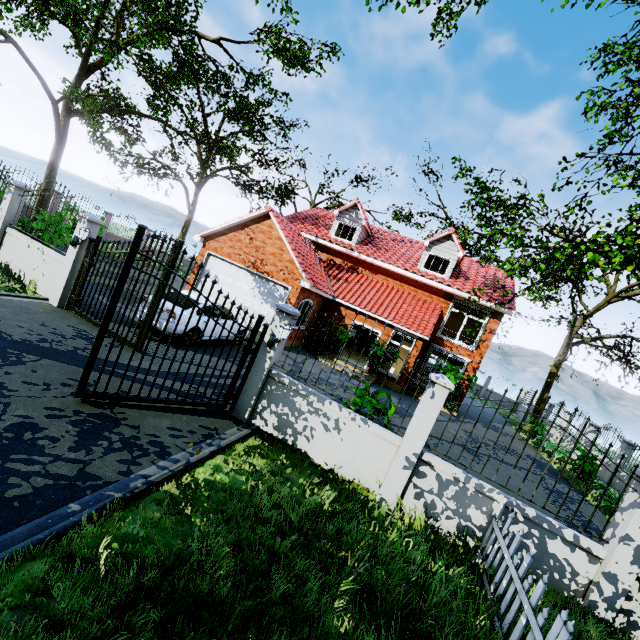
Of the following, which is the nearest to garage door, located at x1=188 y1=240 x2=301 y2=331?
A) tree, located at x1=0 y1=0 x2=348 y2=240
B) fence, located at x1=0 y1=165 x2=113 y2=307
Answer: tree, located at x1=0 y1=0 x2=348 y2=240

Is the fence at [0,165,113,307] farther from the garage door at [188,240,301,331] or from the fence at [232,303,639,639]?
the garage door at [188,240,301,331]

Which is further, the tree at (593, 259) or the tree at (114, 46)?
the tree at (114, 46)

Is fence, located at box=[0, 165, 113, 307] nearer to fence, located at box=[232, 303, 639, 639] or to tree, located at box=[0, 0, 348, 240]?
tree, located at box=[0, 0, 348, 240]

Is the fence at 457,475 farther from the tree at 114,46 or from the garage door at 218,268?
the garage door at 218,268

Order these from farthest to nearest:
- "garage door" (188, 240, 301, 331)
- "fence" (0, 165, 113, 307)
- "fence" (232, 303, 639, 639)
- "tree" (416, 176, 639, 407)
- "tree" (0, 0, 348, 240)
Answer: "garage door" (188, 240, 301, 331), "tree" (0, 0, 348, 240), "fence" (0, 165, 113, 307), "tree" (416, 176, 639, 407), "fence" (232, 303, 639, 639)

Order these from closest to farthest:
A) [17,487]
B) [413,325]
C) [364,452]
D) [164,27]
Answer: [17,487]
[364,452]
[164,27]
[413,325]
